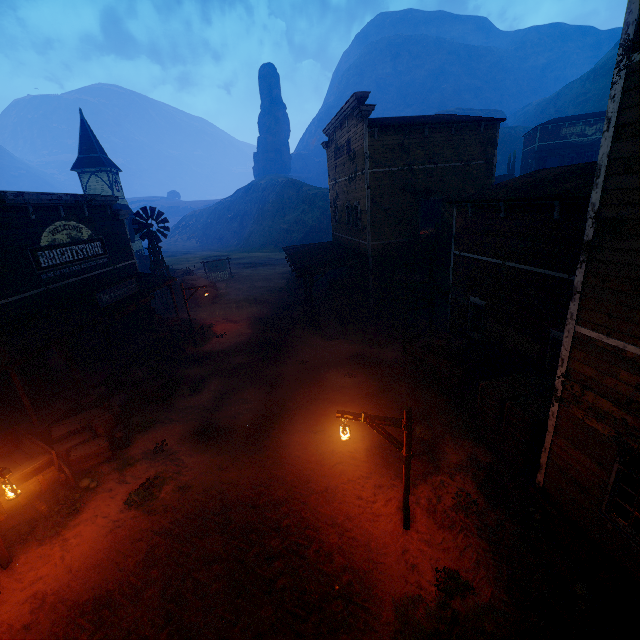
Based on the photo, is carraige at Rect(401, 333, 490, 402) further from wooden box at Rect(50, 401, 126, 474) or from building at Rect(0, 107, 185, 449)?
wooden box at Rect(50, 401, 126, 474)

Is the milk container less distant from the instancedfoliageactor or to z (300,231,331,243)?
z (300,231,331,243)

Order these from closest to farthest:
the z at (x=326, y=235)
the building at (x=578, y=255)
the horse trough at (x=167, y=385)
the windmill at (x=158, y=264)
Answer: the building at (x=578, y=255), the horse trough at (x=167, y=385), the windmill at (x=158, y=264), the z at (x=326, y=235)

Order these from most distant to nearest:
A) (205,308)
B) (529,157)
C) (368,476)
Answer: (529,157) < (205,308) < (368,476)

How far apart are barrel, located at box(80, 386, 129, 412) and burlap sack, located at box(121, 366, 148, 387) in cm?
110

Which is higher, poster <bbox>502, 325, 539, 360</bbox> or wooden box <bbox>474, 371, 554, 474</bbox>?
poster <bbox>502, 325, 539, 360</bbox>

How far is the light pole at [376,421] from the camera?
6.7 meters

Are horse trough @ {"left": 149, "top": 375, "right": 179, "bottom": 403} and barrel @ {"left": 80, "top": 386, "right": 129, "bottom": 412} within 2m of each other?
yes
